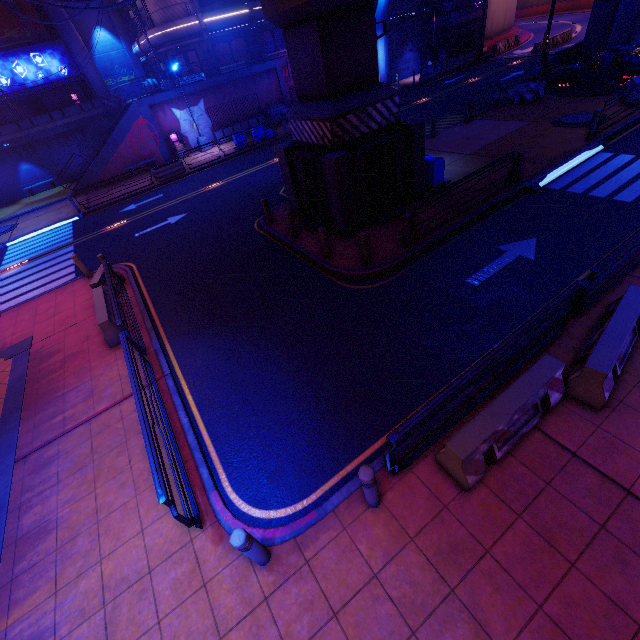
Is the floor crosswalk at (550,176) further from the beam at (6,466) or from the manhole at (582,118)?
the beam at (6,466)

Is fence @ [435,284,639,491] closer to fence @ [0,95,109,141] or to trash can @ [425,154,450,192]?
trash can @ [425,154,450,192]

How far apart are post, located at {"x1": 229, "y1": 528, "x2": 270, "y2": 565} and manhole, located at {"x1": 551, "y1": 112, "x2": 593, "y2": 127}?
20.30m

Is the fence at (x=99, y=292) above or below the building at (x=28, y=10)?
below

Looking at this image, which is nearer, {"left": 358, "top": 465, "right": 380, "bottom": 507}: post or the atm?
{"left": 358, "top": 465, "right": 380, "bottom": 507}: post

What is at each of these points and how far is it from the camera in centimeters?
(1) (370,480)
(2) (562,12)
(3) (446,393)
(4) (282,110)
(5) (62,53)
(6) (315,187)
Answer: (1) post, 436cm
(2) tunnel, 5256cm
(3) railing, 484cm
(4) generator, 2992cm
(5) building, 3030cm
(6) pillar, 1173cm

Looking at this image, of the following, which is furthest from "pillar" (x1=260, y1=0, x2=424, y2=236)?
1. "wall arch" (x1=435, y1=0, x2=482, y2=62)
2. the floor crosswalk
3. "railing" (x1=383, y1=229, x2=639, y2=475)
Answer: "wall arch" (x1=435, y1=0, x2=482, y2=62)

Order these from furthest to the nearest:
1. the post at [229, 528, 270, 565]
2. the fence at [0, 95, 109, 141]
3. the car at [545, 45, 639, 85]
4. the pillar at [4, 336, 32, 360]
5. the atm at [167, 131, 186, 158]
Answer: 1. the atm at [167, 131, 186, 158]
2. the fence at [0, 95, 109, 141]
3. the car at [545, 45, 639, 85]
4. the pillar at [4, 336, 32, 360]
5. the post at [229, 528, 270, 565]
